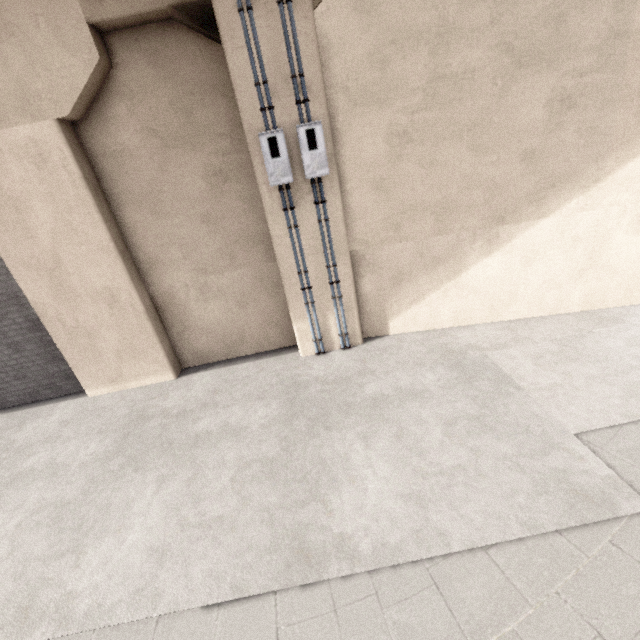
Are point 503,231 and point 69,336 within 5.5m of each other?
no
